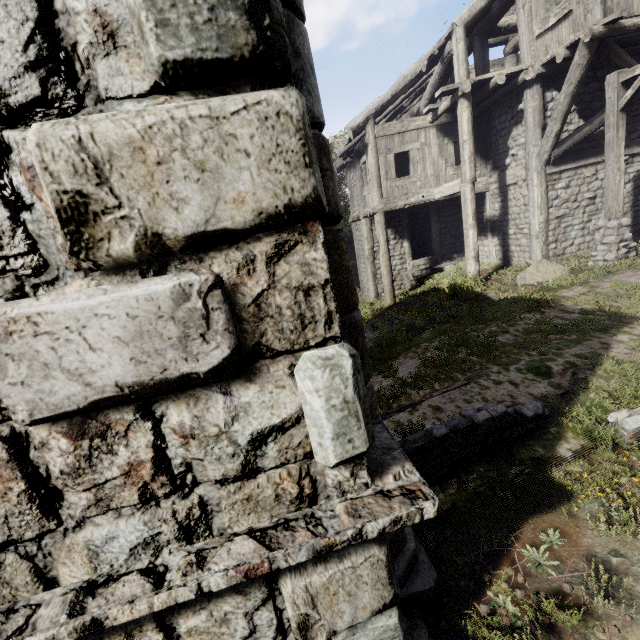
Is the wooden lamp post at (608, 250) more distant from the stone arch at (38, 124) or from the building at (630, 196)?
the stone arch at (38, 124)

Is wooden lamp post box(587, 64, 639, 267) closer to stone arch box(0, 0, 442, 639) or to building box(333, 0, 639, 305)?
building box(333, 0, 639, 305)

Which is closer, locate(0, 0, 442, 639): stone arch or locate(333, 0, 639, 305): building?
locate(0, 0, 442, 639): stone arch

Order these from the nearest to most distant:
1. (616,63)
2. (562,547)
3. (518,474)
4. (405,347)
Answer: (562,547) < (518,474) < (405,347) < (616,63)

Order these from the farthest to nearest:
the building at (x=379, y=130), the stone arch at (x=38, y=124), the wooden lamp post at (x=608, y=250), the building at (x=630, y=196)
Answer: the building at (x=630, y=196) → the building at (x=379, y=130) → the wooden lamp post at (x=608, y=250) → the stone arch at (x=38, y=124)

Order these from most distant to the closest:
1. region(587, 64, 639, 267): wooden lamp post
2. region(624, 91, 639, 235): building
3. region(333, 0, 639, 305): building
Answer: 1. region(624, 91, 639, 235): building
2. region(333, 0, 639, 305): building
3. region(587, 64, 639, 267): wooden lamp post
